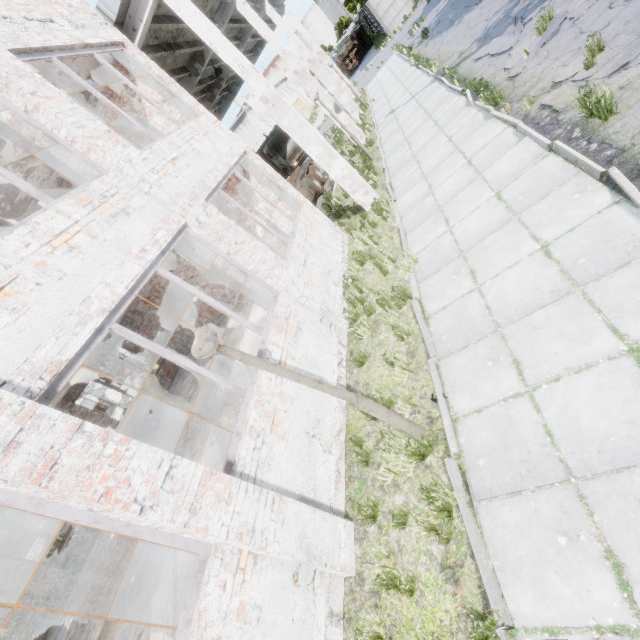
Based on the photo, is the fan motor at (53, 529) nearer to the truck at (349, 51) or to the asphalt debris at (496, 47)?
the asphalt debris at (496, 47)

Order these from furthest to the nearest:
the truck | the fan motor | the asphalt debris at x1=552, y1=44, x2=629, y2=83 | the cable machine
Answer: the truck < the cable machine < the fan motor < the asphalt debris at x1=552, y1=44, x2=629, y2=83

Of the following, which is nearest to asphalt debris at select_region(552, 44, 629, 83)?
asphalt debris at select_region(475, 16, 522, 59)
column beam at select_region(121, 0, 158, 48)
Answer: asphalt debris at select_region(475, 16, 522, 59)

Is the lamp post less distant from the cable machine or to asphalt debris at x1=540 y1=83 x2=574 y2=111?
asphalt debris at x1=540 y1=83 x2=574 y2=111

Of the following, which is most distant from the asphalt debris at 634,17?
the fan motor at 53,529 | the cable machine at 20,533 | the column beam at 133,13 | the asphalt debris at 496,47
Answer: the cable machine at 20,533

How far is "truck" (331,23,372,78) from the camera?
41.31m

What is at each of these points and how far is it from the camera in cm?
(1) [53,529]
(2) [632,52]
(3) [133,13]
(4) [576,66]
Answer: (1) fan motor, 2242
(2) asphalt debris, 527
(3) column beam, 790
(4) asphalt debris, 629

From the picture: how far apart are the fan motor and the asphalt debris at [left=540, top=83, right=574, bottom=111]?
33.8m
